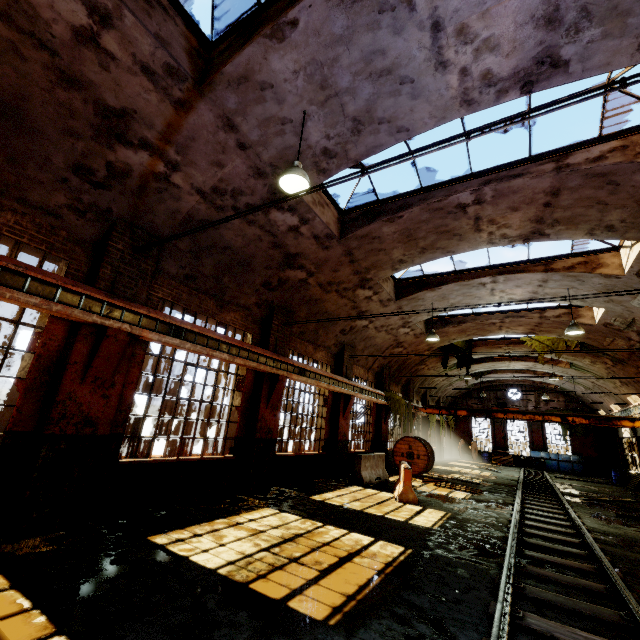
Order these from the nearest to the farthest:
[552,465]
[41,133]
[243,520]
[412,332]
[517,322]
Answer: [41,133] → [243,520] → [517,322] → [412,332] → [552,465]

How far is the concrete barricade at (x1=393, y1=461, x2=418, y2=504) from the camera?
9.8 meters

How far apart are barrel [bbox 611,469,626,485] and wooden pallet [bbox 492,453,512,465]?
7.21m

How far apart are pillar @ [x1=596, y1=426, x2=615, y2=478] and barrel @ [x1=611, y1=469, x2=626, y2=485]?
5.4 meters

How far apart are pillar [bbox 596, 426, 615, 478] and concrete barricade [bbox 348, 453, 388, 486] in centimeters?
2555cm

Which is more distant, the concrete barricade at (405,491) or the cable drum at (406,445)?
the cable drum at (406,445)

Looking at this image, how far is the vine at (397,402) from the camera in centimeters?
1752cm

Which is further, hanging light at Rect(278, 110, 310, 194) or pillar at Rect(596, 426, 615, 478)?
pillar at Rect(596, 426, 615, 478)
